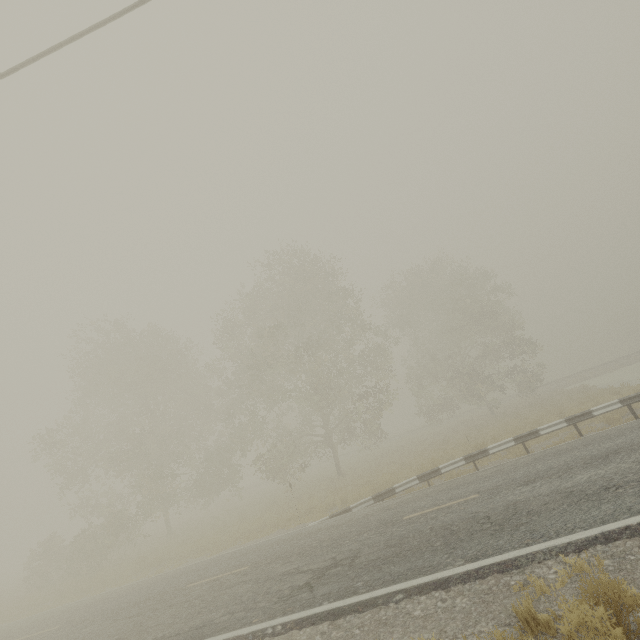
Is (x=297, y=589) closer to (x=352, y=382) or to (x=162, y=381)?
(x=352, y=382)
